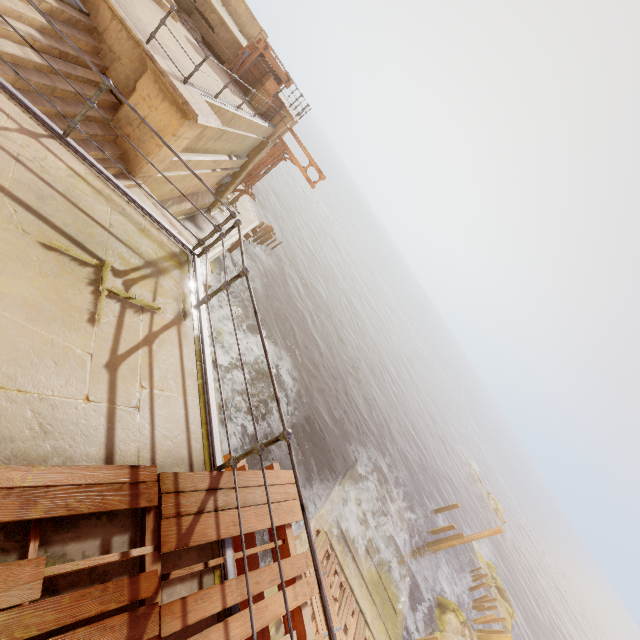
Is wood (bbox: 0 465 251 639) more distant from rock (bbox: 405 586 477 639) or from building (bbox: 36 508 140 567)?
rock (bbox: 405 586 477 639)

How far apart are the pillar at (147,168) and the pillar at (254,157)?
9.61m

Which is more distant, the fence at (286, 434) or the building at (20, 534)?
the fence at (286, 434)

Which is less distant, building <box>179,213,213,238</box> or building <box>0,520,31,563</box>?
building <box>0,520,31,563</box>

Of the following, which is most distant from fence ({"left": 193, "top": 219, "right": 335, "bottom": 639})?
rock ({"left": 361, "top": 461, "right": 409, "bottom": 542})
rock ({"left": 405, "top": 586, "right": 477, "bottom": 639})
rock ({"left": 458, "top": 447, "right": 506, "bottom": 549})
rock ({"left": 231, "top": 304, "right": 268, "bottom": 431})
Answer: rock ({"left": 458, "top": 447, "right": 506, "bottom": 549})

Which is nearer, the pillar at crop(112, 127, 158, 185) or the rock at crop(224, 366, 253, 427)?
the pillar at crop(112, 127, 158, 185)

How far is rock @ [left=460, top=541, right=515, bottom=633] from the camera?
28.08m

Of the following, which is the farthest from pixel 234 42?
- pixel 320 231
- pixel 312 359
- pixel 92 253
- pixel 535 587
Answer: pixel 535 587
